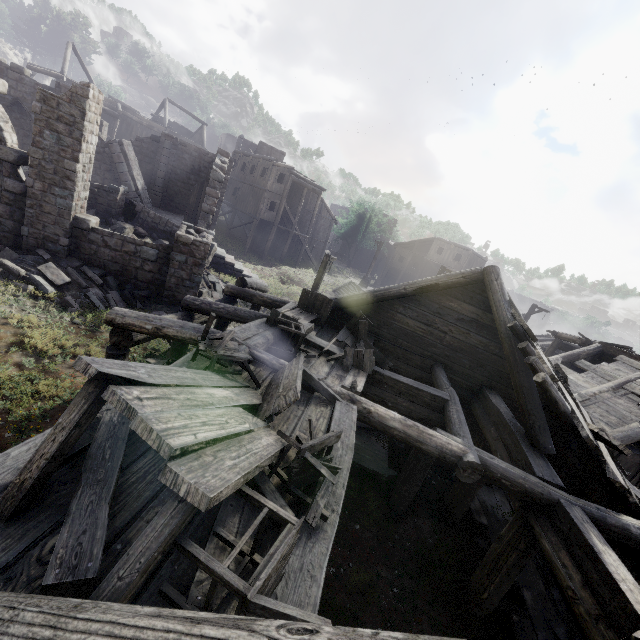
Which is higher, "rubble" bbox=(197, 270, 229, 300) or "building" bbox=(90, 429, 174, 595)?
"building" bbox=(90, 429, 174, 595)

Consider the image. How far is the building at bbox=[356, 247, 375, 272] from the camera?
58.4 meters

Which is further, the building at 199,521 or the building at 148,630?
the building at 199,521

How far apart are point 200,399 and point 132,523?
1.1 meters

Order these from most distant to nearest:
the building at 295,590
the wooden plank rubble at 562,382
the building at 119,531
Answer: Answer: the wooden plank rubble at 562,382 < the building at 295,590 < the building at 119,531

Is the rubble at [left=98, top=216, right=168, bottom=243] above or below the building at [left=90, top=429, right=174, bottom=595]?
below

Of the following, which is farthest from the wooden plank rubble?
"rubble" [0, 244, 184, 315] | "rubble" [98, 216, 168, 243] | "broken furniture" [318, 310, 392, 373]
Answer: "rubble" [98, 216, 168, 243]

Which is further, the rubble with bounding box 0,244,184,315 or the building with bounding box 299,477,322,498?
the rubble with bounding box 0,244,184,315
